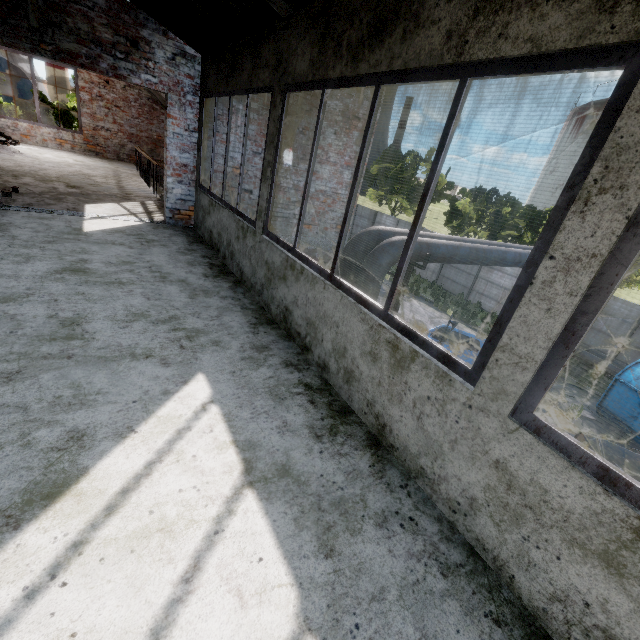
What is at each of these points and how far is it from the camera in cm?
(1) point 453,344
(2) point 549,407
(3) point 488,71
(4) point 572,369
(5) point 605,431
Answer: (1) truck, 902
(2) asphalt debris, 1241
(3) window, 159
(4) pipe holder, 1555
(5) asphalt debris, 1173

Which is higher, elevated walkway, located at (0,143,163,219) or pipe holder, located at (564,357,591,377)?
elevated walkway, located at (0,143,163,219)

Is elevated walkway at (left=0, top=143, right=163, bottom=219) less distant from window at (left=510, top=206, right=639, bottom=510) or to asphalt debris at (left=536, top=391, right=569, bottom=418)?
window at (left=510, top=206, right=639, bottom=510)

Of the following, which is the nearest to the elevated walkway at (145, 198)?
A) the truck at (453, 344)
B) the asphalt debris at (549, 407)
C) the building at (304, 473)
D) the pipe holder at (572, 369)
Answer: the building at (304, 473)

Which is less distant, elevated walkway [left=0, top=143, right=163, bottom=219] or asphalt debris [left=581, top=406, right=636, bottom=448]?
elevated walkway [left=0, top=143, right=163, bottom=219]

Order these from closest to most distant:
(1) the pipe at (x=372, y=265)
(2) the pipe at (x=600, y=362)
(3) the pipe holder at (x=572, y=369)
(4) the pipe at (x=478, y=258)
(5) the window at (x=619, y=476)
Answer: (5) the window at (x=619, y=476) → (1) the pipe at (x=372, y=265) → (4) the pipe at (x=478, y=258) → (2) the pipe at (x=600, y=362) → (3) the pipe holder at (x=572, y=369)

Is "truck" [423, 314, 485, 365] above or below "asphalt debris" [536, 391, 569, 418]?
above

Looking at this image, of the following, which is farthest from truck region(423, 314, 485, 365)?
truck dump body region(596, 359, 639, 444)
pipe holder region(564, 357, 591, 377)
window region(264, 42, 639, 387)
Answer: pipe holder region(564, 357, 591, 377)
